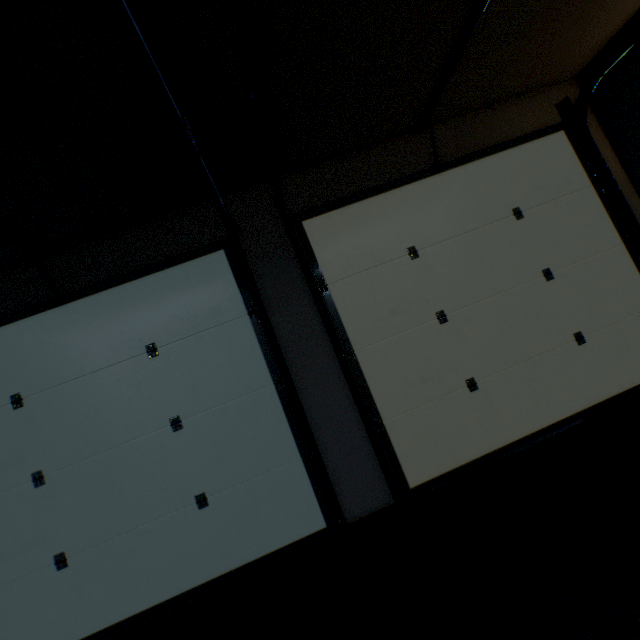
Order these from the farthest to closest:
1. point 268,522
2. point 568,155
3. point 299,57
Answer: point 568,155, point 268,522, point 299,57
